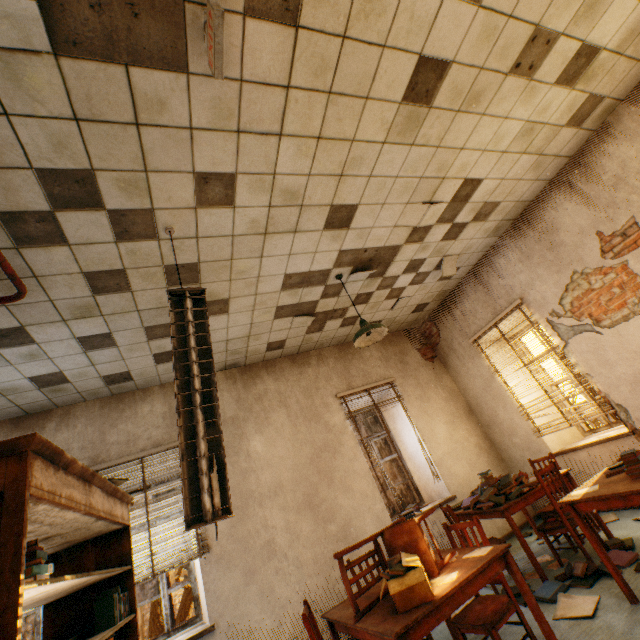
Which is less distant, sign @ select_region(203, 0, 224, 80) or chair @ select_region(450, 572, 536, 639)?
sign @ select_region(203, 0, 224, 80)

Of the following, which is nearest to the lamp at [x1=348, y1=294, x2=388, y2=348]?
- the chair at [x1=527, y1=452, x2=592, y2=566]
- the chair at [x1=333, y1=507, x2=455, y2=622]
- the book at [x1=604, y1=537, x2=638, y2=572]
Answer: the chair at [x1=333, y1=507, x2=455, y2=622]

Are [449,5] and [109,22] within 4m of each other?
yes

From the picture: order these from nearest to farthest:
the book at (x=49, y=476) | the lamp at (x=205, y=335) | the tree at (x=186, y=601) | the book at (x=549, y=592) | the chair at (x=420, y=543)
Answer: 1. the book at (x=49, y=476)
2. the lamp at (x=205, y=335)
3. the chair at (x=420, y=543)
4. the book at (x=549, y=592)
5. the tree at (x=186, y=601)

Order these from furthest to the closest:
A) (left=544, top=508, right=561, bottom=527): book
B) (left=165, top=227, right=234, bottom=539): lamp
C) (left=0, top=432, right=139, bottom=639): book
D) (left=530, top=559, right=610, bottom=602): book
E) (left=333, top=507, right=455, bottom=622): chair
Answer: (left=544, top=508, right=561, bottom=527): book, (left=530, top=559, right=610, bottom=602): book, (left=333, top=507, right=455, bottom=622): chair, (left=165, top=227, right=234, bottom=539): lamp, (left=0, top=432, right=139, bottom=639): book

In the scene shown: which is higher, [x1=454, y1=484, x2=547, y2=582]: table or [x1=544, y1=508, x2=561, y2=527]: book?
[x1=454, y1=484, x2=547, y2=582]: table

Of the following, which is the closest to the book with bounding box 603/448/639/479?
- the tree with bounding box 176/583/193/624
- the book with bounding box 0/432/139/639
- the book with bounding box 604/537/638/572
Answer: the book with bounding box 604/537/638/572

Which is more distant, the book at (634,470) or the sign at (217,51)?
the book at (634,470)
